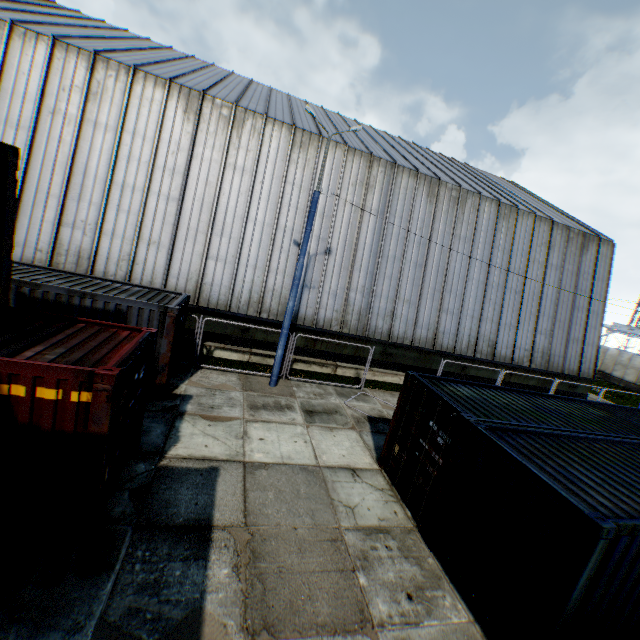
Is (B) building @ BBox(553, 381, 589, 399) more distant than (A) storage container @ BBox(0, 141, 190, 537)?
Yes

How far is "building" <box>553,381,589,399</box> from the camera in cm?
2141

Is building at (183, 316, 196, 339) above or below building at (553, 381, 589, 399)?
above

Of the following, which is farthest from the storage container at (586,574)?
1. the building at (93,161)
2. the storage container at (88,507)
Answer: the building at (93,161)

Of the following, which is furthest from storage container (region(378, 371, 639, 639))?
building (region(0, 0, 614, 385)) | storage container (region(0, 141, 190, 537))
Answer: building (region(0, 0, 614, 385))

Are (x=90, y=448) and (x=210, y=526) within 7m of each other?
yes

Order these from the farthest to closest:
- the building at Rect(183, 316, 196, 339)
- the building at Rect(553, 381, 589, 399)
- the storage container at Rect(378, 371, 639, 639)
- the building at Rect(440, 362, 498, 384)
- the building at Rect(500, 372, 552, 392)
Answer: the building at Rect(553, 381, 589, 399) → the building at Rect(500, 372, 552, 392) → the building at Rect(440, 362, 498, 384) → the building at Rect(183, 316, 196, 339) → the storage container at Rect(378, 371, 639, 639)

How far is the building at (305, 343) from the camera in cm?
1641
